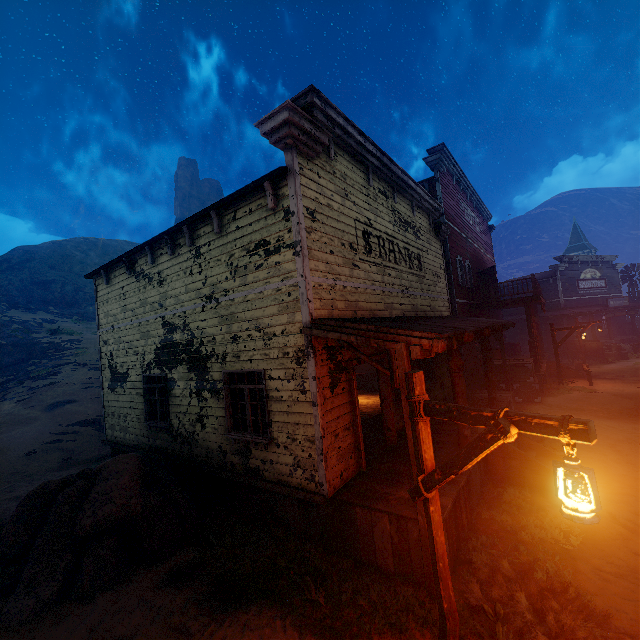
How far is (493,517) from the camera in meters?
6.3 m

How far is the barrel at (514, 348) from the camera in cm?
2383

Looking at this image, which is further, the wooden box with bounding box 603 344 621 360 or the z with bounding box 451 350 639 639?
the wooden box with bounding box 603 344 621 360

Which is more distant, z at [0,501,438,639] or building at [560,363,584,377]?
building at [560,363,584,377]

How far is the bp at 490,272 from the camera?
19.6m

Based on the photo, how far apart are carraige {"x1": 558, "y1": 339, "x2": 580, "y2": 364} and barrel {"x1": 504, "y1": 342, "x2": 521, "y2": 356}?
3.29m

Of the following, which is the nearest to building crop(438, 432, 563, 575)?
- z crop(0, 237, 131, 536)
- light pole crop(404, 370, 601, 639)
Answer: z crop(0, 237, 131, 536)
